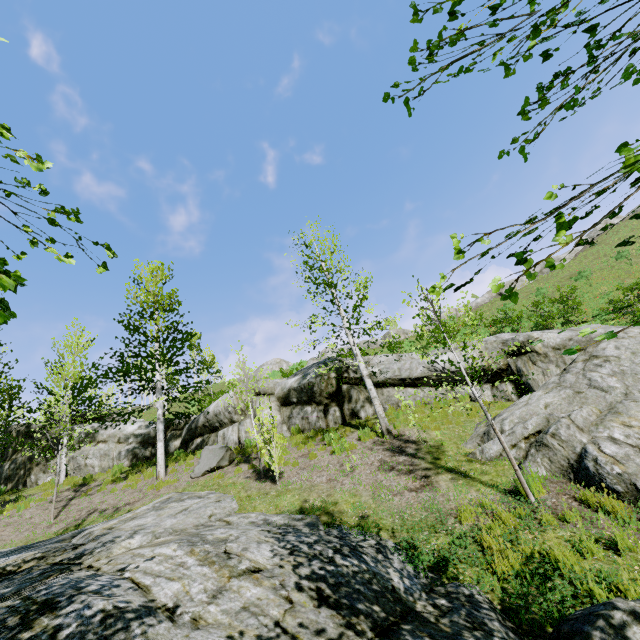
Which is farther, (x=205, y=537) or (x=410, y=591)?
(x=205, y=537)

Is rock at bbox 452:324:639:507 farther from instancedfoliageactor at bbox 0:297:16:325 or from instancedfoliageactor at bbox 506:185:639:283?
instancedfoliageactor at bbox 506:185:639:283

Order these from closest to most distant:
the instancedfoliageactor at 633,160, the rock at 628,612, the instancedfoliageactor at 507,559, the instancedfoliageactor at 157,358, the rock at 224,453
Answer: the instancedfoliageactor at 633,160 < the rock at 628,612 < the instancedfoliageactor at 507,559 < the rock at 224,453 < the instancedfoliageactor at 157,358

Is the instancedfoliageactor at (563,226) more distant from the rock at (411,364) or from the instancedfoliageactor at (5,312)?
the rock at (411,364)

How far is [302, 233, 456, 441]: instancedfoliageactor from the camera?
10.05m

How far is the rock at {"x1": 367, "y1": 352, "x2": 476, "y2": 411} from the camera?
12.3m

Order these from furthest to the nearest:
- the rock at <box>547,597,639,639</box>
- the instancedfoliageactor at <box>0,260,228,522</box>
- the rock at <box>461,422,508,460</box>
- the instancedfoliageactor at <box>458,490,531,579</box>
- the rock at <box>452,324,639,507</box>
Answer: the instancedfoliageactor at <box>0,260,228,522</box>, the rock at <box>461,422,508,460</box>, the rock at <box>452,324,639,507</box>, the instancedfoliageactor at <box>458,490,531,579</box>, the rock at <box>547,597,639,639</box>
